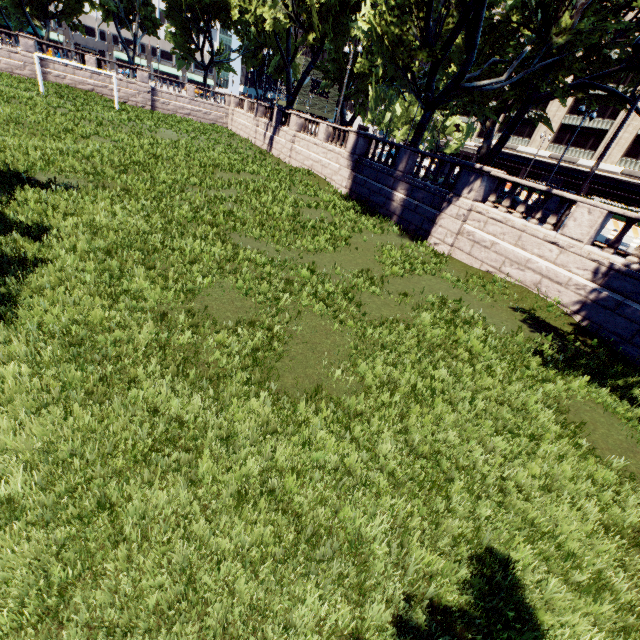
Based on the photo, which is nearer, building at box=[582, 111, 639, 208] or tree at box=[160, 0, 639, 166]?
tree at box=[160, 0, 639, 166]

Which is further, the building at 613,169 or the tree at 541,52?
the building at 613,169

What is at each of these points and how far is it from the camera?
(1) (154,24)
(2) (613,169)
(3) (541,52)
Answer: (1) tree, 45.1 meters
(2) building, 42.9 meters
(3) tree, 17.5 meters

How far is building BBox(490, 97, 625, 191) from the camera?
44.4 meters

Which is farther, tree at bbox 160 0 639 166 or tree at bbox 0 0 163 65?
tree at bbox 0 0 163 65

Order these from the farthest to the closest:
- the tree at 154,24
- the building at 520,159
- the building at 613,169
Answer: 1. the building at 520,159
2. the building at 613,169
3. the tree at 154,24

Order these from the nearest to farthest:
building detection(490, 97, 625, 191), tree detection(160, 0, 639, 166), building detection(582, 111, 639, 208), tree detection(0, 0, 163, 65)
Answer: tree detection(160, 0, 639, 166) < tree detection(0, 0, 163, 65) < building detection(582, 111, 639, 208) < building detection(490, 97, 625, 191)
